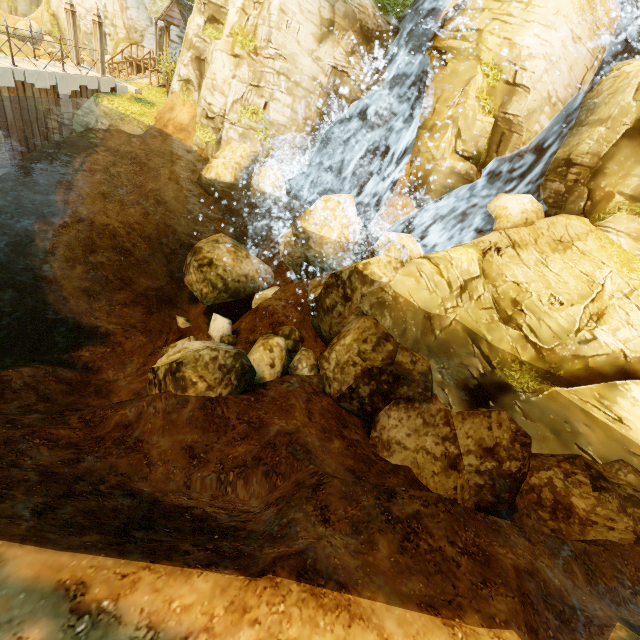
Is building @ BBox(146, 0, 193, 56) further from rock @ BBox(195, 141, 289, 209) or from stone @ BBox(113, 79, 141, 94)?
rock @ BBox(195, 141, 289, 209)

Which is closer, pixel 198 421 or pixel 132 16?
pixel 198 421

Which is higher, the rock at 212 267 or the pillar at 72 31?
the pillar at 72 31

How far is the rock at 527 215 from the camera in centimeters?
1172cm

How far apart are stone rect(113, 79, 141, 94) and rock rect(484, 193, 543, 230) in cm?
1920

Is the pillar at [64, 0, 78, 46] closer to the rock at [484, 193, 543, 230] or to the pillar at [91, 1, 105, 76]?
the pillar at [91, 1, 105, 76]

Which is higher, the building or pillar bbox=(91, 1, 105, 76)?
the building

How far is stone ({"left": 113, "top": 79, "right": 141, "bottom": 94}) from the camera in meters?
16.9 m
